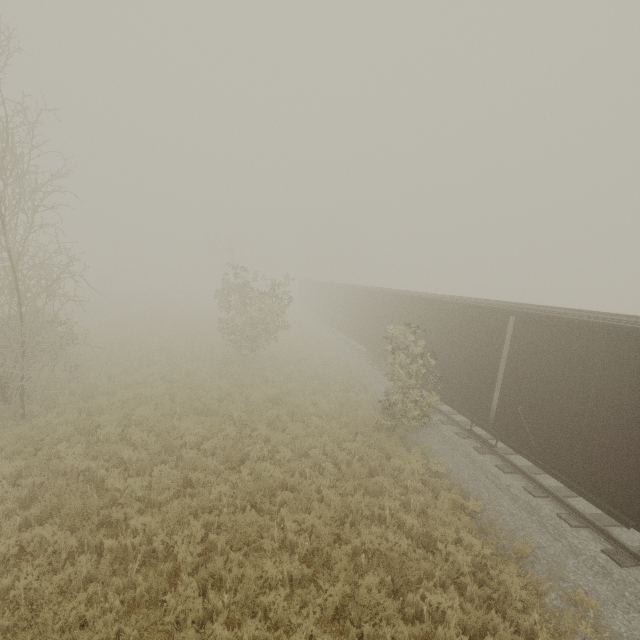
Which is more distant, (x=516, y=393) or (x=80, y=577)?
(x=516, y=393)
